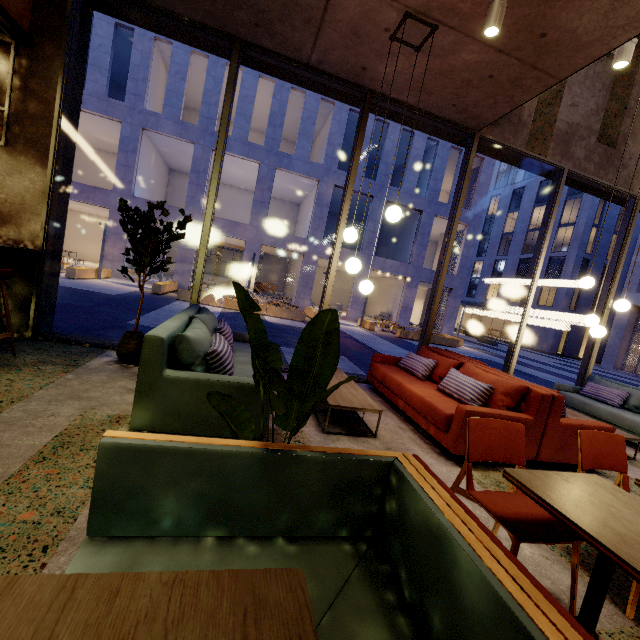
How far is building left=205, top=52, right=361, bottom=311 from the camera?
19.95m

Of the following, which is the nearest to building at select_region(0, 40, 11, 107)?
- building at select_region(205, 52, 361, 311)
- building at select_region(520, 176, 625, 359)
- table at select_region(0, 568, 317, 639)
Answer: table at select_region(0, 568, 317, 639)

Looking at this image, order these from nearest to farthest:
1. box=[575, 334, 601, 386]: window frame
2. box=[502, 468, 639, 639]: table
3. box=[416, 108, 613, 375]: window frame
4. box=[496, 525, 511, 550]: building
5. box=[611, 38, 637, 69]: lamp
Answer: box=[502, 468, 639, 639]: table → box=[496, 525, 511, 550]: building → box=[611, 38, 637, 69]: lamp → box=[416, 108, 613, 375]: window frame → box=[575, 334, 601, 386]: window frame

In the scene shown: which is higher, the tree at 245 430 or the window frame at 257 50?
the window frame at 257 50

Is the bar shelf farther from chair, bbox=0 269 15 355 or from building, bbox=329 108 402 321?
building, bbox=329 108 402 321

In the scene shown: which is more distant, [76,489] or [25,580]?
[76,489]

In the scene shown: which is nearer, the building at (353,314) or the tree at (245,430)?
the tree at (245,430)

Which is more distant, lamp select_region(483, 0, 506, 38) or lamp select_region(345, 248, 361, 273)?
lamp select_region(345, 248, 361, 273)
